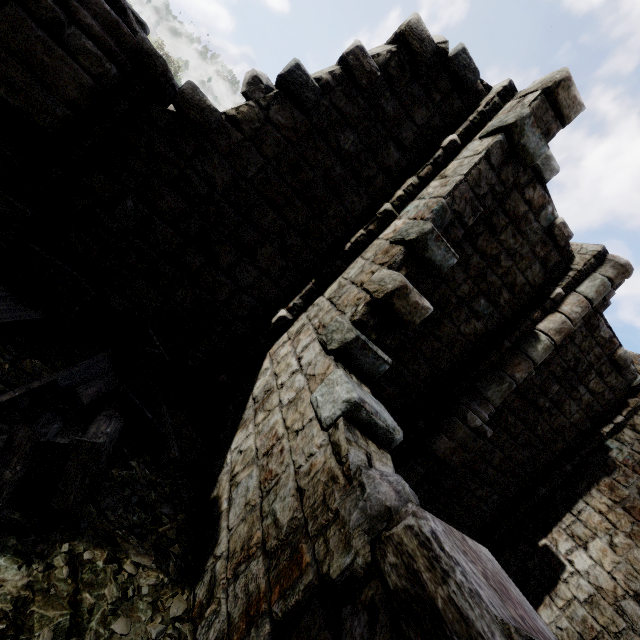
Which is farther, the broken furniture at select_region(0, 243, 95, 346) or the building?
the broken furniture at select_region(0, 243, 95, 346)

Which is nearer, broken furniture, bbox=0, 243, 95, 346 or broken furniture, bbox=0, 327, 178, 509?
broken furniture, bbox=0, 327, 178, 509

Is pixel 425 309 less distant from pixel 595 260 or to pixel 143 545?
pixel 143 545

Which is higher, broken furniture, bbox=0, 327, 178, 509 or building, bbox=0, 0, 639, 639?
building, bbox=0, 0, 639, 639

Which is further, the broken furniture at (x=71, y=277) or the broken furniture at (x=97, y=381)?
the broken furniture at (x=71, y=277)

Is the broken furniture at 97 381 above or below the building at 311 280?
below
